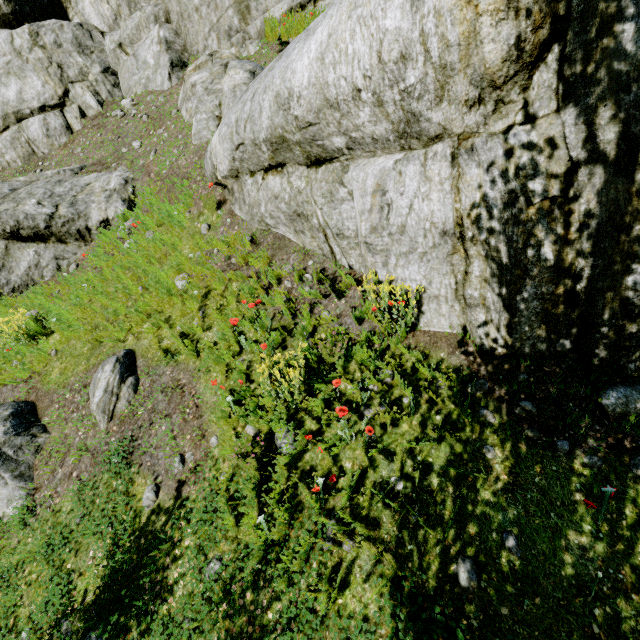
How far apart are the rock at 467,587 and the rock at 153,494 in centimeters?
349cm

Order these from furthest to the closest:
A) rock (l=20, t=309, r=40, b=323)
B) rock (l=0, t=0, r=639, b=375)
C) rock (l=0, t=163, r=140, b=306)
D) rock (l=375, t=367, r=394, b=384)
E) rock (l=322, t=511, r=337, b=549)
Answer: rock (l=0, t=163, r=140, b=306)
rock (l=20, t=309, r=40, b=323)
rock (l=375, t=367, r=394, b=384)
rock (l=322, t=511, r=337, b=549)
rock (l=0, t=0, r=639, b=375)

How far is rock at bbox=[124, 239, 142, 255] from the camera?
6.95m

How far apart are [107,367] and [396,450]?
4.66m

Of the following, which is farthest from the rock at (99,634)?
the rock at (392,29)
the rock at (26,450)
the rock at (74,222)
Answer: the rock at (74,222)

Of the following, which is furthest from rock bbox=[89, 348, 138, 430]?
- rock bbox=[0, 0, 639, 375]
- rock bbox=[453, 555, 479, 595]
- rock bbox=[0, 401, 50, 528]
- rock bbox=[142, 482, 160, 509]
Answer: rock bbox=[453, 555, 479, 595]

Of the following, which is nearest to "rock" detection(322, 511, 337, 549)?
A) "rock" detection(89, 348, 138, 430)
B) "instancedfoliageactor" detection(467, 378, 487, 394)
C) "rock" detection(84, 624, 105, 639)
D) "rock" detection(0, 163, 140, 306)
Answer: "instancedfoliageactor" detection(467, 378, 487, 394)
